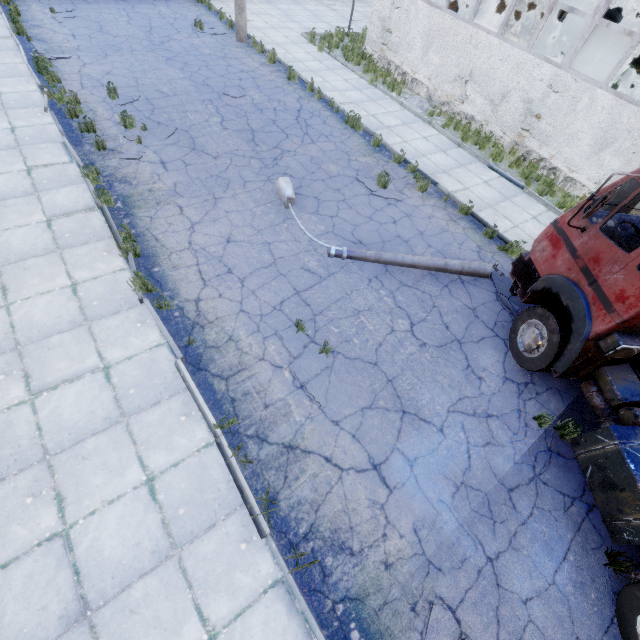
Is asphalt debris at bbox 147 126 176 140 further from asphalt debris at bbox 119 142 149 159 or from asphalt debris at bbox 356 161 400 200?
asphalt debris at bbox 356 161 400 200

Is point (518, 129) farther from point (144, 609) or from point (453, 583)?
point (144, 609)

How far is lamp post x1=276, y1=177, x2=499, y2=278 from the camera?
7.4m

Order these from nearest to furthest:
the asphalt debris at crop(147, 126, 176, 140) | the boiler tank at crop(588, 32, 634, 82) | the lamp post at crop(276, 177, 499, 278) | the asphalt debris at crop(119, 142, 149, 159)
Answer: the lamp post at crop(276, 177, 499, 278), the asphalt debris at crop(119, 142, 149, 159), the asphalt debris at crop(147, 126, 176, 140), the boiler tank at crop(588, 32, 634, 82)

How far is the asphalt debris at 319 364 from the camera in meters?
5.7

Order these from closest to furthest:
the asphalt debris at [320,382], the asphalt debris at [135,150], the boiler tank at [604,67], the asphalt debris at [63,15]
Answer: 1. the asphalt debris at [320,382]
2. the asphalt debris at [135,150]
3. the asphalt debris at [63,15]
4. the boiler tank at [604,67]

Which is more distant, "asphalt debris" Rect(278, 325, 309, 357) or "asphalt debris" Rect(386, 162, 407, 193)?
"asphalt debris" Rect(386, 162, 407, 193)

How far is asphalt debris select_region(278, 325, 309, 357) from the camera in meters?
6.0 m
